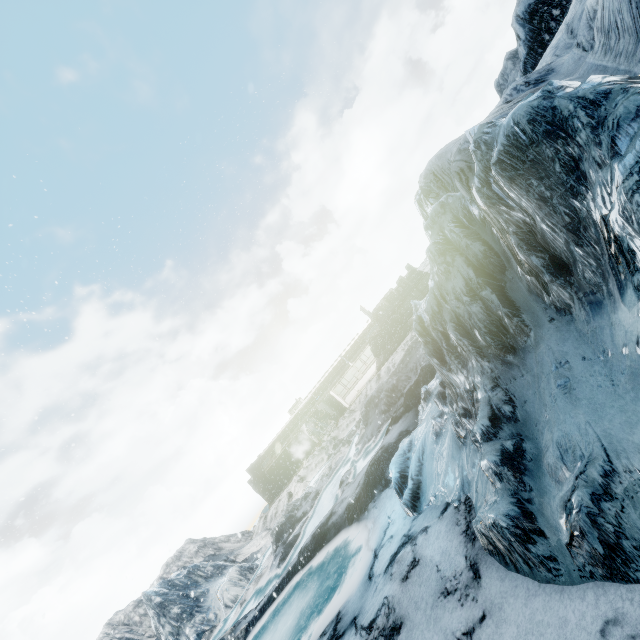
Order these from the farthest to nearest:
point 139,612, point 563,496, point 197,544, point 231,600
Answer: point 197,544, point 139,612, point 231,600, point 563,496
